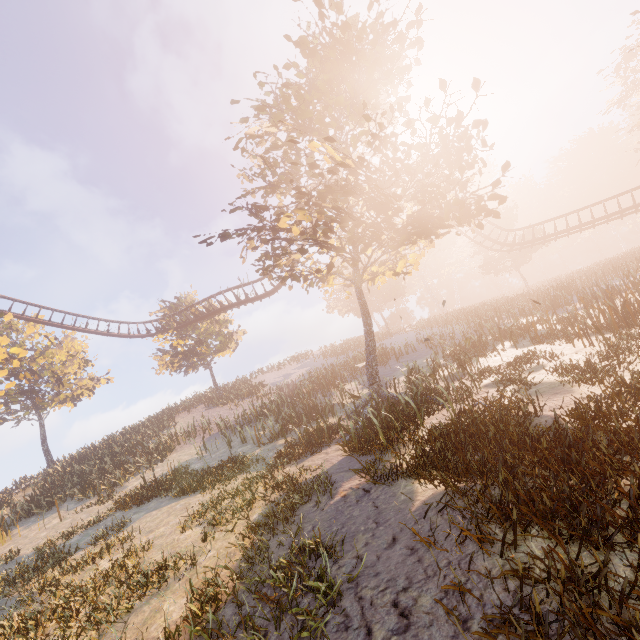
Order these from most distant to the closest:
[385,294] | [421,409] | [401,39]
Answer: [385,294] < [401,39] < [421,409]
